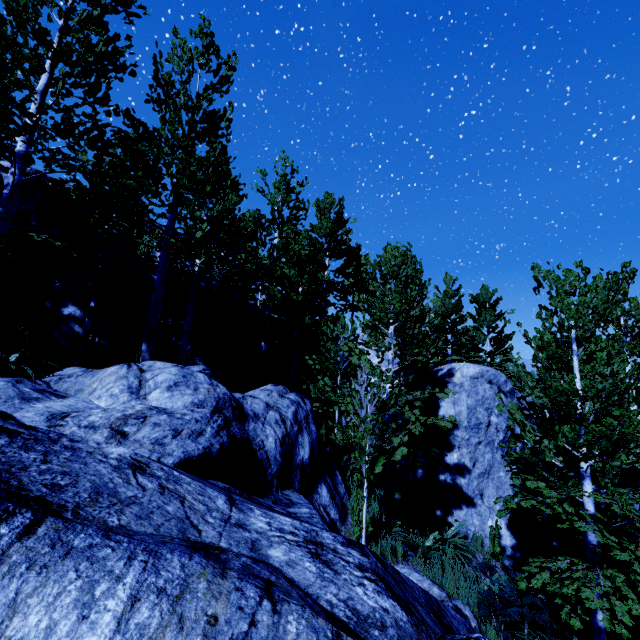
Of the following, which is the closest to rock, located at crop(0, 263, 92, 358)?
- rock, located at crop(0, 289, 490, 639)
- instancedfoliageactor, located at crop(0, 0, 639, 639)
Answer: instancedfoliageactor, located at crop(0, 0, 639, 639)

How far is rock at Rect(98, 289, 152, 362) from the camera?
11.1 meters

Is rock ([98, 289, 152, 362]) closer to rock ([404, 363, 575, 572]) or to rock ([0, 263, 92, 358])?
rock ([0, 263, 92, 358])

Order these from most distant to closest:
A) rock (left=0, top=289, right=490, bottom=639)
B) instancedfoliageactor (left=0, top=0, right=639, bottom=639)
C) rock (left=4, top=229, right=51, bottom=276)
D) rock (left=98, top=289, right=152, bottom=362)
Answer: rock (left=98, top=289, right=152, bottom=362)
rock (left=4, top=229, right=51, bottom=276)
instancedfoliageactor (left=0, top=0, right=639, bottom=639)
rock (left=0, top=289, right=490, bottom=639)

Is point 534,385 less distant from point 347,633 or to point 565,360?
point 565,360

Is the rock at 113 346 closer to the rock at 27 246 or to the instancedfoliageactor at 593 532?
the rock at 27 246

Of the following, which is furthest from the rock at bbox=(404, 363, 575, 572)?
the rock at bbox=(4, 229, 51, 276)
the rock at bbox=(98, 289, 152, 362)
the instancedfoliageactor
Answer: Answer: the rock at bbox=(4, 229, 51, 276)

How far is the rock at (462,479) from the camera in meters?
10.7
